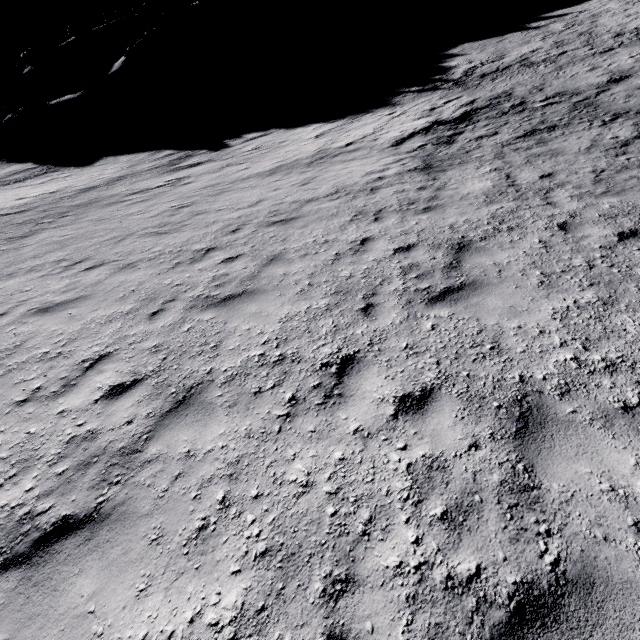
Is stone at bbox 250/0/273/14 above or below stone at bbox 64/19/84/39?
below

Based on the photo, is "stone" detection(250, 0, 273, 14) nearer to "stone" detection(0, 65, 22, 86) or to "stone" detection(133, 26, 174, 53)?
"stone" detection(133, 26, 174, 53)

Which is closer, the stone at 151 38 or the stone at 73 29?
the stone at 151 38

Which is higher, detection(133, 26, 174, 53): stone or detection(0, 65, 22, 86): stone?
detection(0, 65, 22, 86): stone

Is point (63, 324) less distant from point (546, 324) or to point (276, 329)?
point (276, 329)

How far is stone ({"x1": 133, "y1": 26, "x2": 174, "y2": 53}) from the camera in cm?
3988

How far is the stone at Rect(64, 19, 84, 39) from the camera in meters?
53.8 m

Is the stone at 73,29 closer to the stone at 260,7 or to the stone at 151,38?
the stone at 151,38
